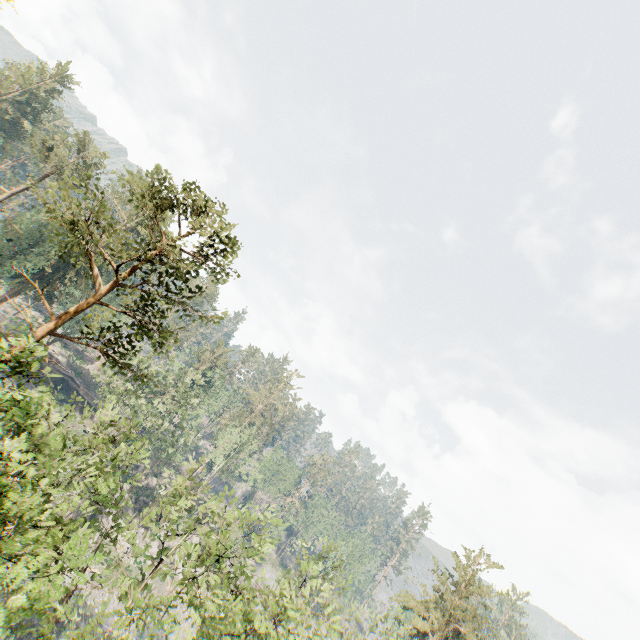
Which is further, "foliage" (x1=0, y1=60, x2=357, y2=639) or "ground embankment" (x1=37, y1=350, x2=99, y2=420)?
"ground embankment" (x1=37, y1=350, x2=99, y2=420)

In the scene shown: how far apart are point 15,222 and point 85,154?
11.3 meters

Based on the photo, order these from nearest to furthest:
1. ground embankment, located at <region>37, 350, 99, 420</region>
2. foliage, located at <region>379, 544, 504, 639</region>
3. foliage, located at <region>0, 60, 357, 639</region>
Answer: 1. foliage, located at <region>0, 60, 357, 639</region>
2. foliage, located at <region>379, 544, 504, 639</region>
3. ground embankment, located at <region>37, 350, 99, 420</region>

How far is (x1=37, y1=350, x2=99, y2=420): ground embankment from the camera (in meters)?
51.06

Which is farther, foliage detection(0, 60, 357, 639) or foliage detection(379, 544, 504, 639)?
foliage detection(379, 544, 504, 639)

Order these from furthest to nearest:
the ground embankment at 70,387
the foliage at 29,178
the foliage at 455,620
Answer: the ground embankment at 70,387 → the foliage at 455,620 → the foliage at 29,178

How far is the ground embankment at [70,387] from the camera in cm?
5106
